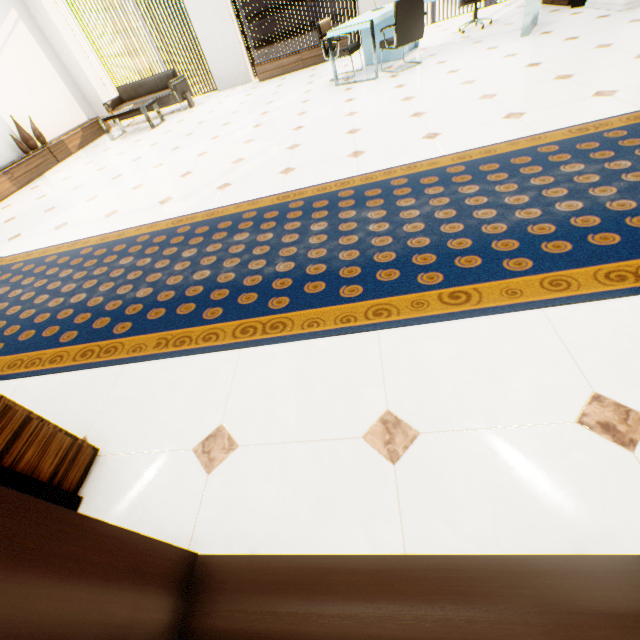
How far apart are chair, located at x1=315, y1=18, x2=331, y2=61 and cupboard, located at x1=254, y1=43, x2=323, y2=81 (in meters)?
2.00

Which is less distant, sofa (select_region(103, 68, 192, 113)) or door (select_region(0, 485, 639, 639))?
door (select_region(0, 485, 639, 639))

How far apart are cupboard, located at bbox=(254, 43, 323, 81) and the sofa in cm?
178

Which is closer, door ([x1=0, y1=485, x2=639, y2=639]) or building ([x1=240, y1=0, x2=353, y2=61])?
door ([x1=0, y1=485, x2=639, y2=639])

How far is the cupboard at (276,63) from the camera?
7.79m

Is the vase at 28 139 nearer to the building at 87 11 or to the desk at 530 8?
the desk at 530 8

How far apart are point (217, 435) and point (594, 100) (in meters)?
4.05

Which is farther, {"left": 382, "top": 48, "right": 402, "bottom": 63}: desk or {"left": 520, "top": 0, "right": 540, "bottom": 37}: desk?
{"left": 382, "top": 48, "right": 402, "bottom": 63}: desk
